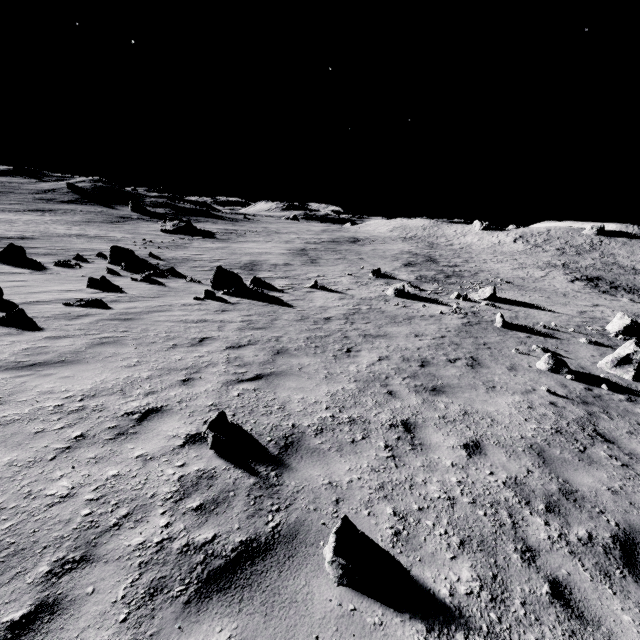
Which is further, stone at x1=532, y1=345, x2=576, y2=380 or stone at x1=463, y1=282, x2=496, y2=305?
stone at x1=463, y1=282, x2=496, y2=305

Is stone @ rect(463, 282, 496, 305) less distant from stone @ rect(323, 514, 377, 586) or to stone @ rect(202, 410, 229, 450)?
stone @ rect(202, 410, 229, 450)

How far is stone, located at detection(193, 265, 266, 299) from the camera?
14.9 meters

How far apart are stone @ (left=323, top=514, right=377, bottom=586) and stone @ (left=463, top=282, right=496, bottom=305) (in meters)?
21.43

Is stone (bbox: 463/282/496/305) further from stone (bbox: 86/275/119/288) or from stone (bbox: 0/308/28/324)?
stone (bbox: 0/308/28/324)

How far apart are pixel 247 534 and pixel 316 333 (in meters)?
8.06

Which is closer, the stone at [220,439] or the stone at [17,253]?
the stone at [220,439]

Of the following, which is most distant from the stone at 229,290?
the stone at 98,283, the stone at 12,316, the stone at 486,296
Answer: the stone at 486,296
